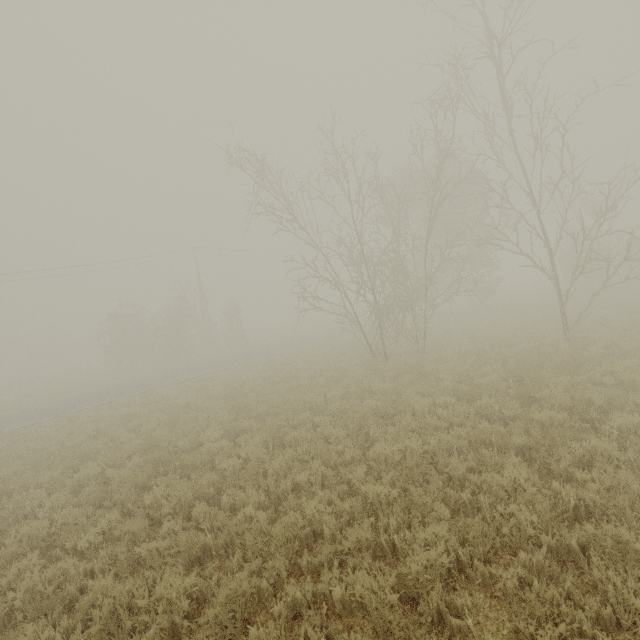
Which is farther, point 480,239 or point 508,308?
point 508,308
